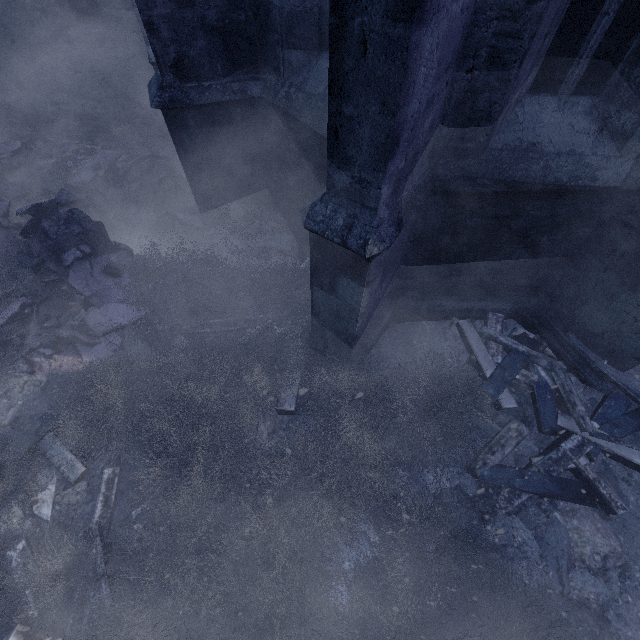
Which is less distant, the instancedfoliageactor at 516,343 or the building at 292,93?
the building at 292,93

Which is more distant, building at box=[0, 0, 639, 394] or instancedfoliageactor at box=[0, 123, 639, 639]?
instancedfoliageactor at box=[0, 123, 639, 639]

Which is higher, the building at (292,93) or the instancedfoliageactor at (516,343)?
the building at (292,93)

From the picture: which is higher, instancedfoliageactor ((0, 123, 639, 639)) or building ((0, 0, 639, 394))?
building ((0, 0, 639, 394))

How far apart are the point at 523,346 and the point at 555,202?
2.0 meters
